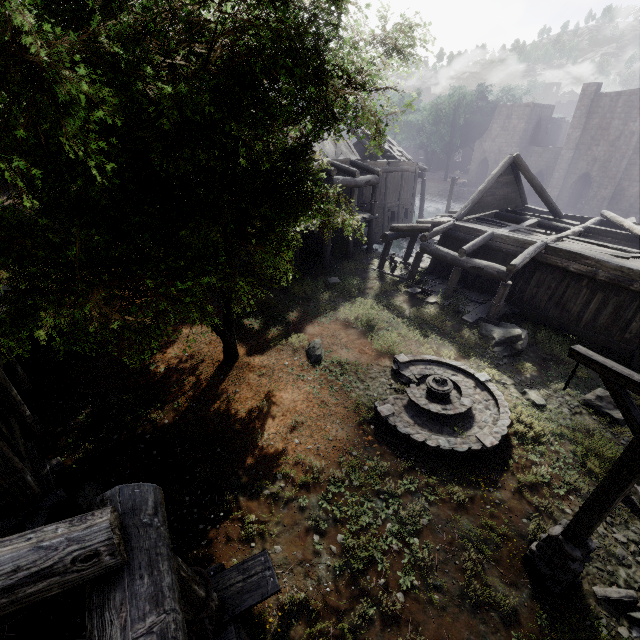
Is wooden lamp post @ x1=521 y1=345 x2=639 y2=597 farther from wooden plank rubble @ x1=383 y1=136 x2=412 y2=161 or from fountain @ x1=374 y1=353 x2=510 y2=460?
wooden plank rubble @ x1=383 y1=136 x2=412 y2=161

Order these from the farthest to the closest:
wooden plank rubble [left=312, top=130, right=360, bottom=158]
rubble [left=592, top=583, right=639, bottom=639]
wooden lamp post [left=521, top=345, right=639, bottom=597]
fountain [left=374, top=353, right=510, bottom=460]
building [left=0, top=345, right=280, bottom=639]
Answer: wooden plank rubble [left=312, top=130, right=360, bottom=158] → fountain [left=374, top=353, right=510, bottom=460] → rubble [left=592, top=583, right=639, bottom=639] → wooden lamp post [left=521, top=345, right=639, bottom=597] → building [left=0, top=345, right=280, bottom=639]

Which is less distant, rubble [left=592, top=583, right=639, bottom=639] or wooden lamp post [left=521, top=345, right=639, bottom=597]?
wooden lamp post [left=521, top=345, right=639, bottom=597]

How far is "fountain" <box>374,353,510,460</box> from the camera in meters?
8.6

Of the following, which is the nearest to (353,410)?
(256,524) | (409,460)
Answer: (409,460)

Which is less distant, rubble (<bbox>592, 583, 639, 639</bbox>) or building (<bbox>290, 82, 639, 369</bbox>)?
rubble (<bbox>592, 583, 639, 639</bbox>)

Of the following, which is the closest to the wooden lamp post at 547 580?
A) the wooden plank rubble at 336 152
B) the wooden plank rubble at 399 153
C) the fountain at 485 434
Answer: the fountain at 485 434

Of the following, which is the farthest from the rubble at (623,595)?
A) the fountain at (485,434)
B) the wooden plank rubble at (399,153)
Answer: the wooden plank rubble at (399,153)
